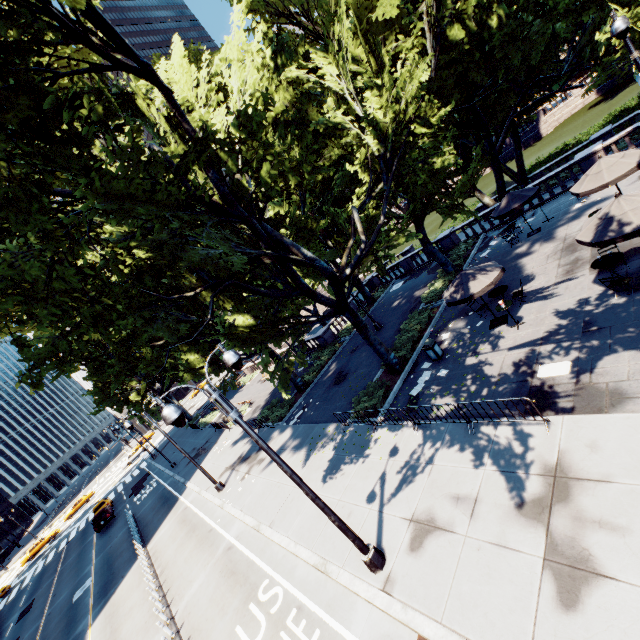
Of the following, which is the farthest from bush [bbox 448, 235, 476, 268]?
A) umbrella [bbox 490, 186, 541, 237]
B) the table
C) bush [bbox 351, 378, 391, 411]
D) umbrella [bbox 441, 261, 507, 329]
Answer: the table

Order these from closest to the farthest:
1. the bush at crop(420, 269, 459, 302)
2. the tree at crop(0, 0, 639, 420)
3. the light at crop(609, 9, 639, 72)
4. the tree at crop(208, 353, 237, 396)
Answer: the tree at crop(0, 0, 639, 420)
the light at crop(609, 9, 639, 72)
the bush at crop(420, 269, 459, 302)
the tree at crop(208, 353, 237, 396)

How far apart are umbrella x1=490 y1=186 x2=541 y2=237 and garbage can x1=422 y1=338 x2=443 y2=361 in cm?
962

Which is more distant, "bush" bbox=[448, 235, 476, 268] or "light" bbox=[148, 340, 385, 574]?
"bush" bbox=[448, 235, 476, 268]

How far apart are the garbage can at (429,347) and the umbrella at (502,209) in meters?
9.6 m

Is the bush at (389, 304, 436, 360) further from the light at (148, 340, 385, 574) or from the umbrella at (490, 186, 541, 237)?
the light at (148, 340, 385, 574)

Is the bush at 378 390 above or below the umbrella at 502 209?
below

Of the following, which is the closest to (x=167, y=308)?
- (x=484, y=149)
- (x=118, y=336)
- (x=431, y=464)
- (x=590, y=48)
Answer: (x=118, y=336)
